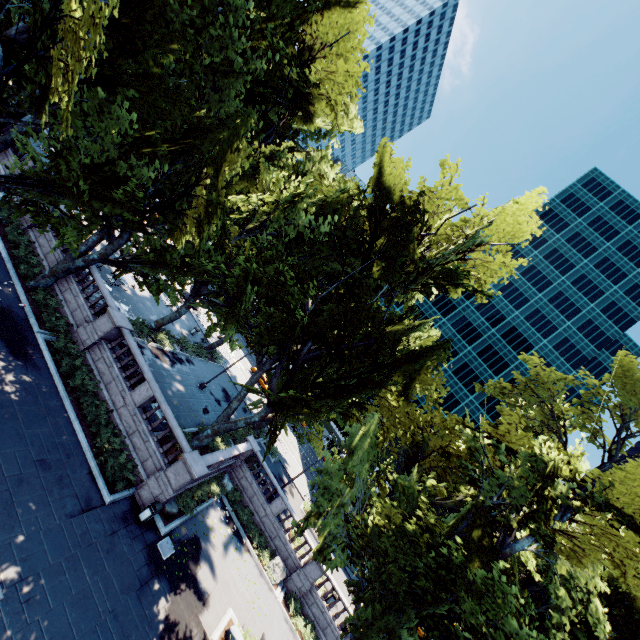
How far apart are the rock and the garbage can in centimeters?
1088cm

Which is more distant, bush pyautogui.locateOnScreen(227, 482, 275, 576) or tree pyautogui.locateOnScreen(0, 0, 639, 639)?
bush pyautogui.locateOnScreen(227, 482, 275, 576)

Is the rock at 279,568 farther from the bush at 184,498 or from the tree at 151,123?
the tree at 151,123

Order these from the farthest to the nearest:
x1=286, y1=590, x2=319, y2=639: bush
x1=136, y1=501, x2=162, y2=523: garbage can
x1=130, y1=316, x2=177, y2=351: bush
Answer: x1=130, y1=316, x2=177, y2=351: bush
x1=286, y1=590, x2=319, y2=639: bush
x1=136, y1=501, x2=162, y2=523: garbage can

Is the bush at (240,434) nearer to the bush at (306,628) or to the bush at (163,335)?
the bush at (163,335)

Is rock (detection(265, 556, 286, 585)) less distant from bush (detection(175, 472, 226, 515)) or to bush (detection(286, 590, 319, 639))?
bush (detection(175, 472, 226, 515))

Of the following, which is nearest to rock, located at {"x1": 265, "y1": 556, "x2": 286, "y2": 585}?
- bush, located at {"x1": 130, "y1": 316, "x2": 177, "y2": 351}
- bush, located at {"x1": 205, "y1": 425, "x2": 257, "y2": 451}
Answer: bush, located at {"x1": 205, "y1": 425, "x2": 257, "y2": 451}

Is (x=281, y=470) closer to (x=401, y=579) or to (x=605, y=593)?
(x=401, y=579)
